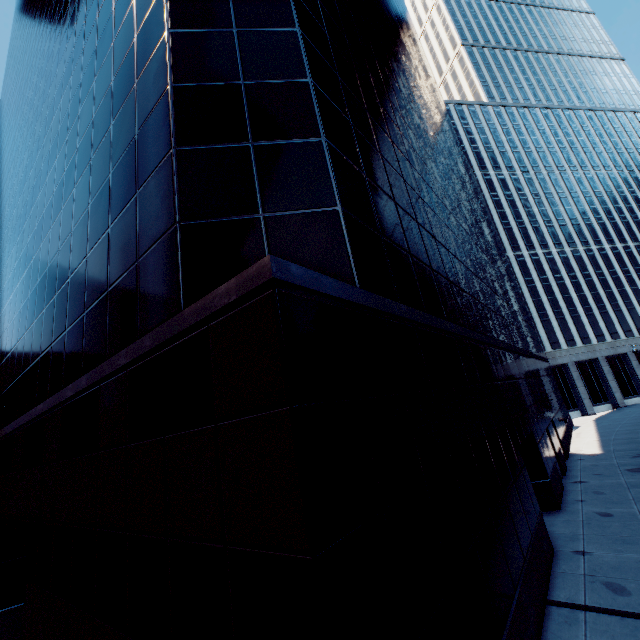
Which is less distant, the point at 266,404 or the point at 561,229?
the point at 266,404
